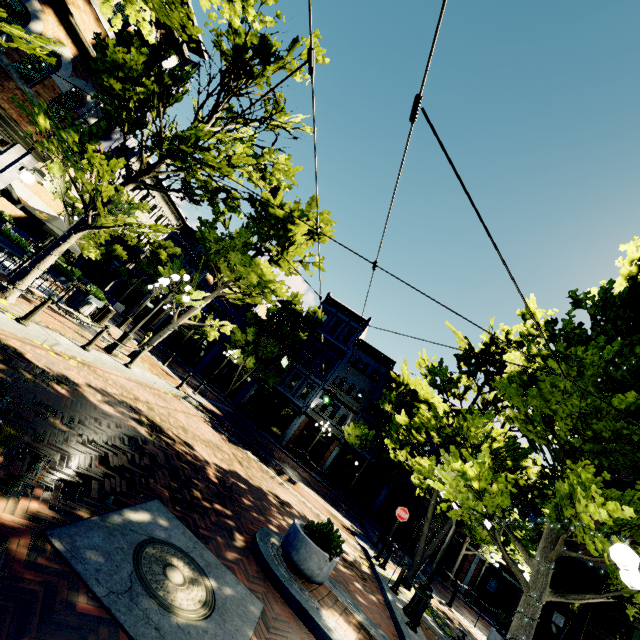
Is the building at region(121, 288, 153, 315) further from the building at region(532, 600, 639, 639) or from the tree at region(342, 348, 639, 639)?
the building at region(532, 600, 639, 639)

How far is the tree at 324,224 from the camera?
13.0 meters

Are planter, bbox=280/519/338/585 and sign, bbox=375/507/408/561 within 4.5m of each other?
no

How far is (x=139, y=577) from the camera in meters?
3.1

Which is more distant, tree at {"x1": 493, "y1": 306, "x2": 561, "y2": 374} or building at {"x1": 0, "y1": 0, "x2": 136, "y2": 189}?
building at {"x1": 0, "y1": 0, "x2": 136, "y2": 189}

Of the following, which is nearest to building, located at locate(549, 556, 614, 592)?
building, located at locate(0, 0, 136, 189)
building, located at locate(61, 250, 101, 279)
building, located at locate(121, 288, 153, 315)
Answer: building, located at locate(0, 0, 136, 189)

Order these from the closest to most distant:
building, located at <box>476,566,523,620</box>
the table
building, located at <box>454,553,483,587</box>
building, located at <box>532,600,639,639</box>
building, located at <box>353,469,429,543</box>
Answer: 1. building, located at <box>532,600,639,639</box>
2. the table
3. building, located at <box>476,566,523,620</box>
4. building, located at <box>454,553,483,587</box>
5. building, located at <box>353,469,429,543</box>

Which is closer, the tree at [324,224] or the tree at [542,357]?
the tree at [542,357]
